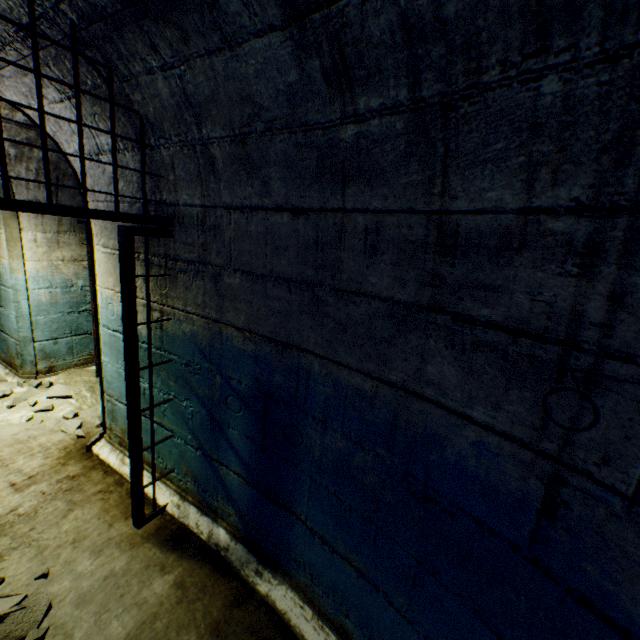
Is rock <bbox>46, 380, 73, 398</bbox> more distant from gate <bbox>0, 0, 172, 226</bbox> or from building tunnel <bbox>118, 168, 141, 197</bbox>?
Answer: gate <bbox>0, 0, 172, 226</bbox>

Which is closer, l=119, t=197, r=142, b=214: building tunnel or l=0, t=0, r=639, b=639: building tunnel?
l=0, t=0, r=639, b=639: building tunnel

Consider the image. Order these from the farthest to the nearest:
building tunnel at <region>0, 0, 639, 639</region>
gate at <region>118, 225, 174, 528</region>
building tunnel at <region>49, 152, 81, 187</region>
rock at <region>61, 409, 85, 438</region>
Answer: rock at <region>61, 409, 85, 438</region> → building tunnel at <region>49, 152, 81, 187</region> → gate at <region>118, 225, 174, 528</region> → building tunnel at <region>0, 0, 639, 639</region>

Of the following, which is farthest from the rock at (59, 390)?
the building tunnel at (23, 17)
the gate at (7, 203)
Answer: the gate at (7, 203)

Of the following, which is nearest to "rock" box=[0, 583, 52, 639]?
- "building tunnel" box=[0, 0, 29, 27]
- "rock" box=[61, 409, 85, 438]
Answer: "building tunnel" box=[0, 0, 29, 27]

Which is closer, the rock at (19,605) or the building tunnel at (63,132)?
the rock at (19,605)

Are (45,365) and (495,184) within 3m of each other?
no
